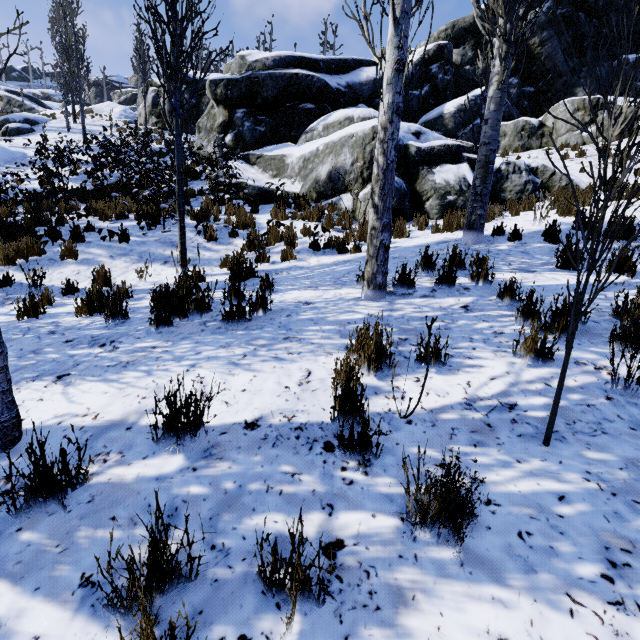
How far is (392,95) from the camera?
3.57m

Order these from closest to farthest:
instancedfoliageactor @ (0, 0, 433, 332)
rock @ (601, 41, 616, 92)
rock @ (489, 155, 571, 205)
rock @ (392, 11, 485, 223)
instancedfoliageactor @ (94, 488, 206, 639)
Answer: instancedfoliageactor @ (94, 488, 206, 639)
instancedfoliageactor @ (0, 0, 433, 332)
rock @ (392, 11, 485, 223)
rock @ (489, 155, 571, 205)
rock @ (601, 41, 616, 92)

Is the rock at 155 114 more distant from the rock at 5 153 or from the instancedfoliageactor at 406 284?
the rock at 5 153

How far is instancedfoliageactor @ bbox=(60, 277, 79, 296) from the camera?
5.4 meters

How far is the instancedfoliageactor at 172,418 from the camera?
2.0 meters

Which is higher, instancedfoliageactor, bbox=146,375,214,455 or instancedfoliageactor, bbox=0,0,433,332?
instancedfoliageactor, bbox=0,0,433,332

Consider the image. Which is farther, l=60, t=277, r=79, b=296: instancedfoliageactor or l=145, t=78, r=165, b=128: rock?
l=145, t=78, r=165, b=128: rock
